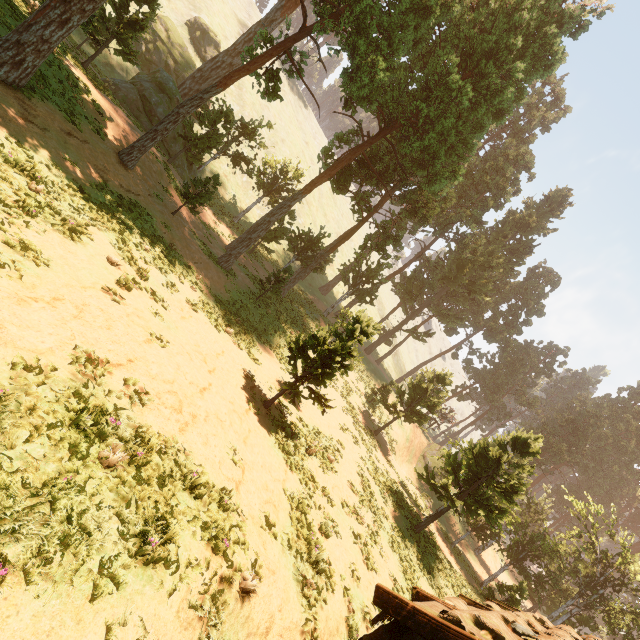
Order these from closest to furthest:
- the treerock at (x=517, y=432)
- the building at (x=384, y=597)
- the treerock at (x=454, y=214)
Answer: the building at (x=384, y=597) < the treerock at (x=454, y=214) < the treerock at (x=517, y=432)

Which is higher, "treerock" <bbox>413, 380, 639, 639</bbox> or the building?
"treerock" <bbox>413, 380, 639, 639</bbox>

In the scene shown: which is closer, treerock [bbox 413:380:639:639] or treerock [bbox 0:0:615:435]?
treerock [bbox 0:0:615:435]

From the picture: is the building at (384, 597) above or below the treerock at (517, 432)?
below

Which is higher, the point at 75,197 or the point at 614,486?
the point at 614,486

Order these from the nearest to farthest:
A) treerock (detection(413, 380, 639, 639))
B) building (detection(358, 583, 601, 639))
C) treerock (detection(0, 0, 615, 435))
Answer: building (detection(358, 583, 601, 639)), treerock (detection(0, 0, 615, 435)), treerock (detection(413, 380, 639, 639))

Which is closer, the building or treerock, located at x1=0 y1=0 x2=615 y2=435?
the building
